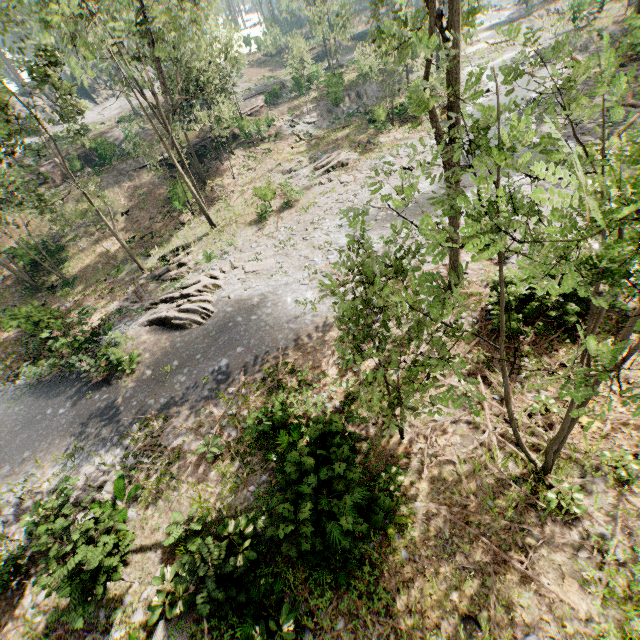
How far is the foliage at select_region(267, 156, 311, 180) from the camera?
28.7m

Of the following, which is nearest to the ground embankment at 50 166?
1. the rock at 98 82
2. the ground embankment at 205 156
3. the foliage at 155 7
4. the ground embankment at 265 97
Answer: the foliage at 155 7

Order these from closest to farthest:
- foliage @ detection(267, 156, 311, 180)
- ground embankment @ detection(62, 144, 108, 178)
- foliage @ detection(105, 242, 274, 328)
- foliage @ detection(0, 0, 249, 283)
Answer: foliage @ detection(0, 0, 249, 283)
foliage @ detection(105, 242, 274, 328)
foliage @ detection(267, 156, 311, 180)
ground embankment @ detection(62, 144, 108, 178)

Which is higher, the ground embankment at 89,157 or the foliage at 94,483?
the ground embankment at 89,157

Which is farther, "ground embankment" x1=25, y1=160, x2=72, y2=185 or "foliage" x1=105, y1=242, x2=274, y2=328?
"ground embankment" x1=25, y1=160, x2=72, y2=185

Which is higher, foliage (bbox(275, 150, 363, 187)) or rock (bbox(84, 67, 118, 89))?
rock (bbox(84, 67, 118, 89))

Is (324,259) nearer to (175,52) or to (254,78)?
(175,52)
